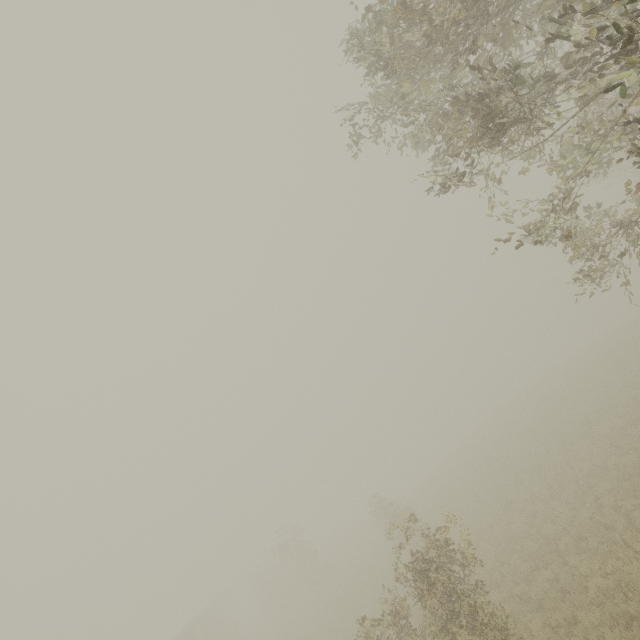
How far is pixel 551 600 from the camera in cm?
953
